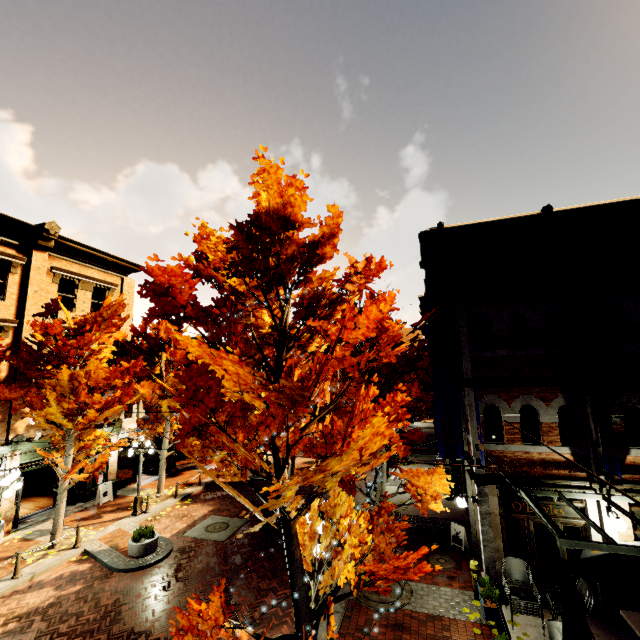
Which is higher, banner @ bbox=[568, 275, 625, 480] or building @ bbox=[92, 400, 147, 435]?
banner @ bbox=[568, 275, 625, 480]

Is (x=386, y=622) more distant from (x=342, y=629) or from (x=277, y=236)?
(x=277, y=236)

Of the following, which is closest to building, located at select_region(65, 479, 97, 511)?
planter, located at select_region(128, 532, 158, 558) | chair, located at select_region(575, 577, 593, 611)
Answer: chair, located at select_region(575, 577, 593, 611)

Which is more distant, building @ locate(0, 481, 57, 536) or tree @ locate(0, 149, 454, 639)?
building @ locate(0, 481, 57, 536)

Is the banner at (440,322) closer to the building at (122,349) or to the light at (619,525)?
the building at (122,349)

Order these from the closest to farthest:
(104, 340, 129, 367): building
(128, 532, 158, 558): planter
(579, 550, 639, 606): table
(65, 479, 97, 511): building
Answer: (579, 550, 639, 606): table < (128, 532, 158, 558): planter < (65, 479, 97, 511): building < (104, 340, 129, 367): building

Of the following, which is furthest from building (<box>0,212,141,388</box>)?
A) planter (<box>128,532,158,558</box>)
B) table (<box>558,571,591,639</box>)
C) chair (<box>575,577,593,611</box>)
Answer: planter (<box>128,532,158,558</box>)

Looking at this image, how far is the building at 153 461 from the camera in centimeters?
2201cm
